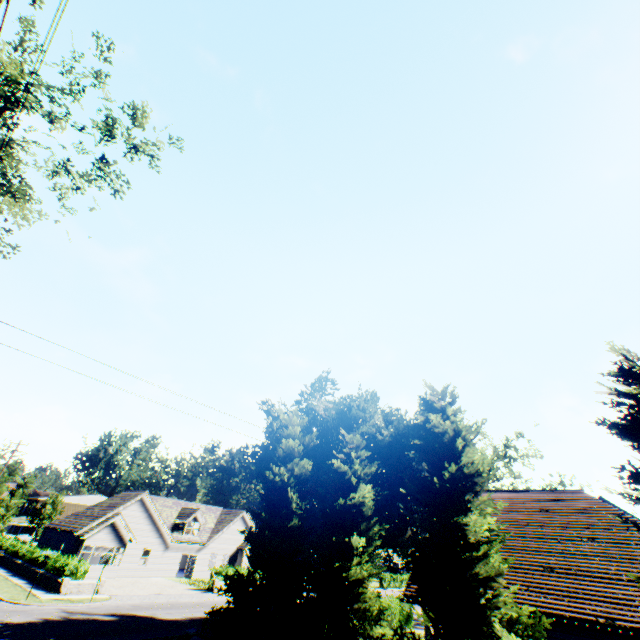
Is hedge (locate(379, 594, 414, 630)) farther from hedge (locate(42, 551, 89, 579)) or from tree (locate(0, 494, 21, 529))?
hedge (locate(42, 551, 89, 579))

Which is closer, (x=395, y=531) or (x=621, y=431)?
(x=621, y=431)

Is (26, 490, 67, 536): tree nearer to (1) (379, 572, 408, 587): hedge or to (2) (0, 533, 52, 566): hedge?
(1) (379, 572, 408, 587): hedge

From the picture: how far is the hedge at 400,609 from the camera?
23.3m

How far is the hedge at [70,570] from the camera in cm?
2374

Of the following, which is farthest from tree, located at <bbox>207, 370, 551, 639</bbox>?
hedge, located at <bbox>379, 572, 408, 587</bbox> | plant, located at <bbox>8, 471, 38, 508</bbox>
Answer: plant, located at <bbox>8, 471, 38, 508</bbox>

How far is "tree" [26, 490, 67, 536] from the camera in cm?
4950

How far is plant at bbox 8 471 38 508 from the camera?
52.2 meters
